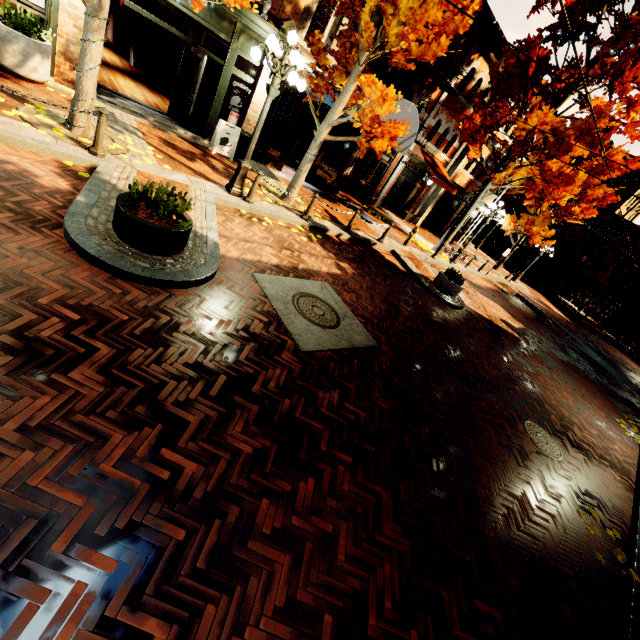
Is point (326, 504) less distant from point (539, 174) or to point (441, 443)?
point (441, 443)

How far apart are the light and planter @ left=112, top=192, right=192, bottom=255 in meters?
3.4

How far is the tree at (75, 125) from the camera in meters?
6.4 m

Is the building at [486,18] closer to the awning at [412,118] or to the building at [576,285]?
the awning at [412,118]

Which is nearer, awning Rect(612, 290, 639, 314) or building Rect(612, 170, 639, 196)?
awning Rect(612, 290, 639, 314)

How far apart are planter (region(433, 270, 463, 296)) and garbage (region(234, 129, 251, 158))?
8.1 meters

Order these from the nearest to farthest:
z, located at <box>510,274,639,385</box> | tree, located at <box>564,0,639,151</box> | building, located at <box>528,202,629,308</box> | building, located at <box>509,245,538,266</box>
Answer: tree, located at <box>564,0,639,151</box>, z, located at <box>510,274,639,385</box>, building, located at <box>528,202,629,308</box>, building, located at <box>509,245,538,266</box>

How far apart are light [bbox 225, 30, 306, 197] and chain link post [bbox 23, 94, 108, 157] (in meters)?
2.72
